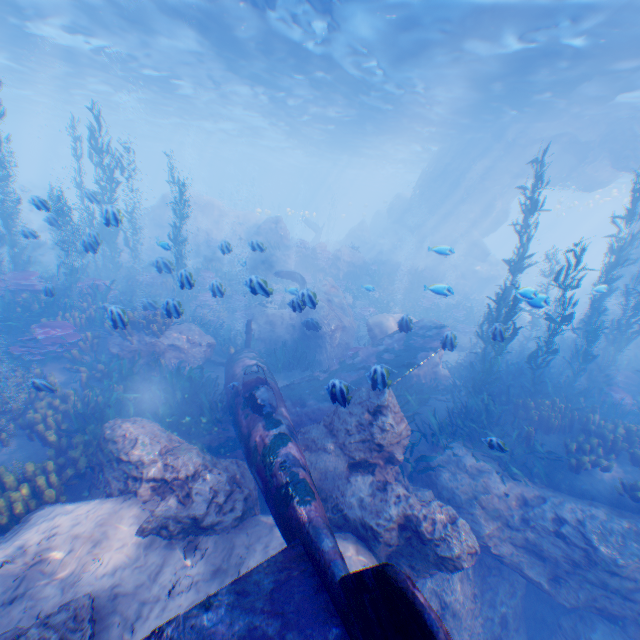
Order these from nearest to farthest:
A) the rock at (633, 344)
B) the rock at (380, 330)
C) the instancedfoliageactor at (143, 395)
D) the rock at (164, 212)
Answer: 1. the instancedfoliageactor at (143, 395)
2. the rock at (380, 330)
3. the rock at (633, 344)
4. the rock at (164, 212)

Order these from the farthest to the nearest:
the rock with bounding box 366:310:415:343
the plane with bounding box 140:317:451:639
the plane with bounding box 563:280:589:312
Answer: the plane with bounding box 563:280:589:312 → the rock with bounding box 366:310:415:343 → the plane with bounding box 140:317:451:639

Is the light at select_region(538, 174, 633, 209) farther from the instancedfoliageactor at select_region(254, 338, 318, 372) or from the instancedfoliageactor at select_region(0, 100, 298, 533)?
the instancedfoliageactor at select_region(254, 338, 318, 372)

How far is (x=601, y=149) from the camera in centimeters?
1923cm

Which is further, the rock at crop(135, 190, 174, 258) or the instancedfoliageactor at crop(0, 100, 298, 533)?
the rock at crop(135, 190, 174, 258)

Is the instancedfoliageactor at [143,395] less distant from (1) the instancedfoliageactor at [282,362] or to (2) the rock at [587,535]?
(2) the rock at [587,535]

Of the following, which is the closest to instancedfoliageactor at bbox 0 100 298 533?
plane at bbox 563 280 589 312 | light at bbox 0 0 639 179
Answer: light at bbox 0 0 639 179

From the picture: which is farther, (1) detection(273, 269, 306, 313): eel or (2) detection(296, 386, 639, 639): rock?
(1) detection(273, 269, 306, 313): eel
